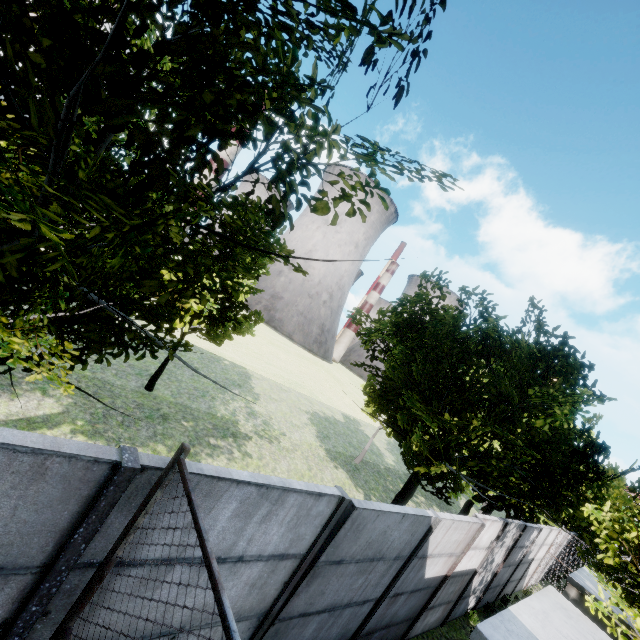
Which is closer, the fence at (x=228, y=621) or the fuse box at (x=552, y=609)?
Answer: the fence at (x=228, y=621)

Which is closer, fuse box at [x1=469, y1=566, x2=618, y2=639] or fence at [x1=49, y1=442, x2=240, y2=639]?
fence at [x1=49, y1=442, x2=240, y2=639]

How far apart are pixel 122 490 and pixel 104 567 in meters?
0.6
